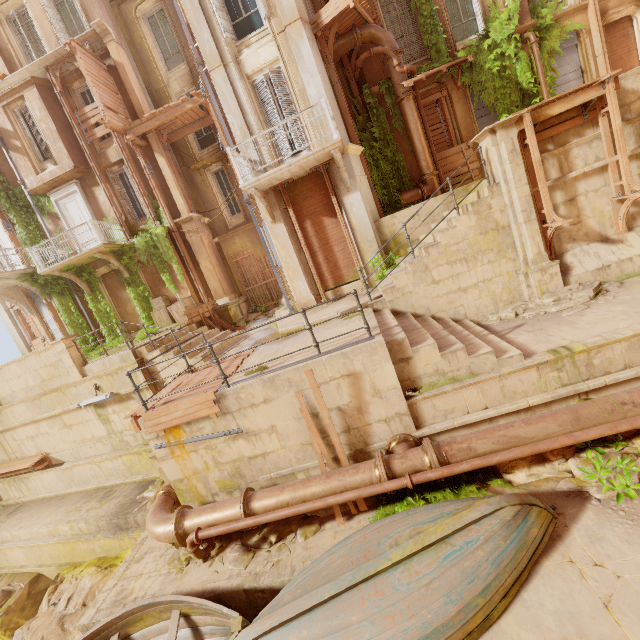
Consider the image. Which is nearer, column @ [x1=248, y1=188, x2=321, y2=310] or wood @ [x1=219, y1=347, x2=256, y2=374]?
wood @ [x1=219, y1=347, x2=256, y2=374]

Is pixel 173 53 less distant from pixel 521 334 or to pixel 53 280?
pixel 53 280

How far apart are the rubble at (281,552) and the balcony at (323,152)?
8.86m

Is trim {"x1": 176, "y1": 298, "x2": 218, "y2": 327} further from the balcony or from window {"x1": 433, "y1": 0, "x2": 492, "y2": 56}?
window {"x1": 433, "y1": 0, "x2": 492, "y2": 56}

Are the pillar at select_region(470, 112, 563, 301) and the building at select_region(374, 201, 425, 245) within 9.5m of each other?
yes

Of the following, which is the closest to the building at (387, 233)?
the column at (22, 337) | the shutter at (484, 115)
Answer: the shutter at (484, 115)

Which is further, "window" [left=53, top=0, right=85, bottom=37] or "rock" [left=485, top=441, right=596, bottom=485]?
"window" [left=53, top=0, right=85, bottom=37]

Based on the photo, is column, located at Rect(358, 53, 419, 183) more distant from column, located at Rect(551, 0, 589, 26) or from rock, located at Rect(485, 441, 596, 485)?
rock, located at Rect(485, 441, 596, 485)
